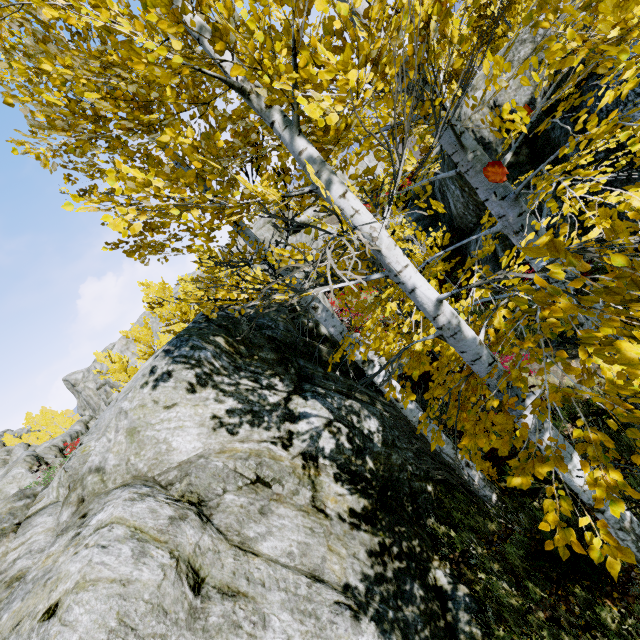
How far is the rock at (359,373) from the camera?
6.89m

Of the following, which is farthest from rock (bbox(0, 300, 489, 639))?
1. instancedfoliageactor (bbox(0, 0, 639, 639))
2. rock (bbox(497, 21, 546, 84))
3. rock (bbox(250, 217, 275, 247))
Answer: rock (bbox(250, 217, 275, 247))

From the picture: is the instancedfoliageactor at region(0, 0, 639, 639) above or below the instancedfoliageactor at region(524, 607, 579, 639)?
above

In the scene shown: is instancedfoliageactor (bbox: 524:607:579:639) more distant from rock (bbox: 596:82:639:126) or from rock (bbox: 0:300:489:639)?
rock (bbox: 596:82:639:126)

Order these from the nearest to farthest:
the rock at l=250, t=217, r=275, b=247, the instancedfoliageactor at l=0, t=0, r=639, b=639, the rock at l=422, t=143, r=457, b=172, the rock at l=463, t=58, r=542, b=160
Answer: the instancedfoliageactor at l=0, t=0, r=639, b=639
the rock at l=463, t=58, r=542, b=160
the rock at l=422, t=143, r=457, b=172
the rock at l=250, t=217, r=275, b=247

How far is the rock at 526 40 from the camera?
7.5 meters

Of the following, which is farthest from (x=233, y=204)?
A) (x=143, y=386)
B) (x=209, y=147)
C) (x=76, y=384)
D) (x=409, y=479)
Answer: (x=76, y=384)
